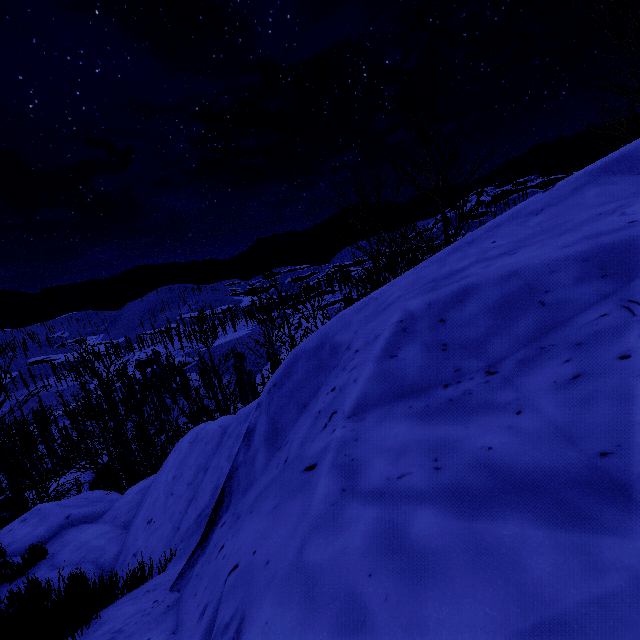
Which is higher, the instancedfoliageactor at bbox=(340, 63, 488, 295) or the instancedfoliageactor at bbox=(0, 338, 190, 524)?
the instancedfoliageactor at bbox=(340, 63, 488, 295)

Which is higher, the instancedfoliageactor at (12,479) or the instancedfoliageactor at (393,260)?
the instancedfoliageactor at (393,260)

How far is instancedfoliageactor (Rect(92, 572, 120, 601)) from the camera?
3.5 meters

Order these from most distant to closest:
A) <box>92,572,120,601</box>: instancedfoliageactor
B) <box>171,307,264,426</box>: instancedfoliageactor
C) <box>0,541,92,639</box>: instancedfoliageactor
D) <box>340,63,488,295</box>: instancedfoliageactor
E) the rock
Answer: <box>171,307,264,426</box>: instancedfoliageactor → <box>340,63,488,295</box>: instancedfoliageactor → <box>92,572,120,601</box>: instancedfoliageactor → <box>0,541,92,639</box>: instancedfoliageactor → the rock

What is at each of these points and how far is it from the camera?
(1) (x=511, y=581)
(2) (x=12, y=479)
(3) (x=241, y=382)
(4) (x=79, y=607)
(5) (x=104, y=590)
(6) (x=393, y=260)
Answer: (1) rock, 1.0 meters
(2) instancedfoliageactor, 11.3 meters
(3) instancedfoliageactor, 50.3 meters
(4) instancedfoliageactor, 2.9 meters
(5) instancedfoliageactor, 3.8 meters
(6) instancedfoliageactor, 8.5 meters

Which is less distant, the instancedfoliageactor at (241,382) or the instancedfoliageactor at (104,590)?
the instancedfoliageactor at (104,590)
